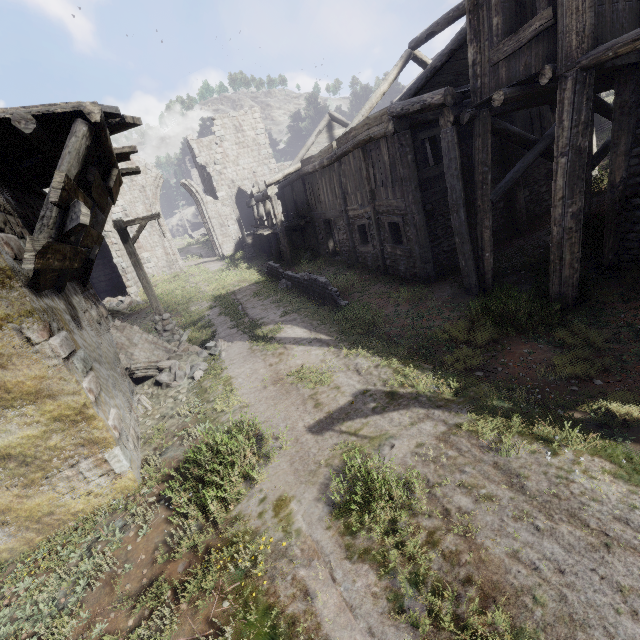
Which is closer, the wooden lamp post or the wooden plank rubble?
the wooden plank rubble

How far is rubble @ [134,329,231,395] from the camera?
9.2m

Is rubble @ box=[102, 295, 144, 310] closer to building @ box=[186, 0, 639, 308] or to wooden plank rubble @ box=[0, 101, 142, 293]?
building @ box=[186, 0, 639, 308]

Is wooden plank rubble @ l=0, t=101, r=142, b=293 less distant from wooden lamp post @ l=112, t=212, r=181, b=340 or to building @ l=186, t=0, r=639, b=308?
building @ l=186, t=0, r=639, b=308

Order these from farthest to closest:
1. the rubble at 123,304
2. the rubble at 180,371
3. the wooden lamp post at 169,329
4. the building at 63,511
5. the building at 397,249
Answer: the rubble at 123,304
the wooden lamp post at 169,329
the rubble at 180,371
the building at 397,249
the building at 63,511

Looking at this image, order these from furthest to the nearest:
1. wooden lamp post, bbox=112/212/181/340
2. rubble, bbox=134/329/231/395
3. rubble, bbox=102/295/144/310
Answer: rubble, bbox=102/295/144/310 → wooden lamp post, bbox=112/212/181/340 → rubble, bbox=134/329/231/395

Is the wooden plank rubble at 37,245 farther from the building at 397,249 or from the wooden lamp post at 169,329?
the wooden lamp post at 169,329

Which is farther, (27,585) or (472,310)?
(472,310)
